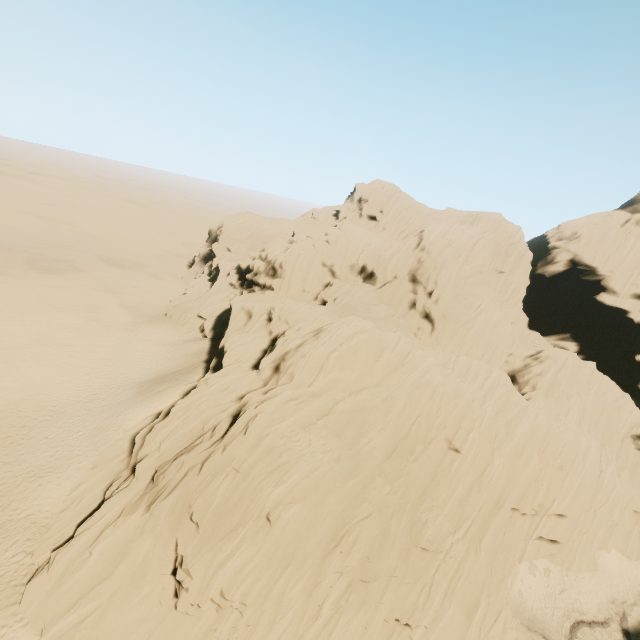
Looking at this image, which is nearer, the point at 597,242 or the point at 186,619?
the point at 186,619
